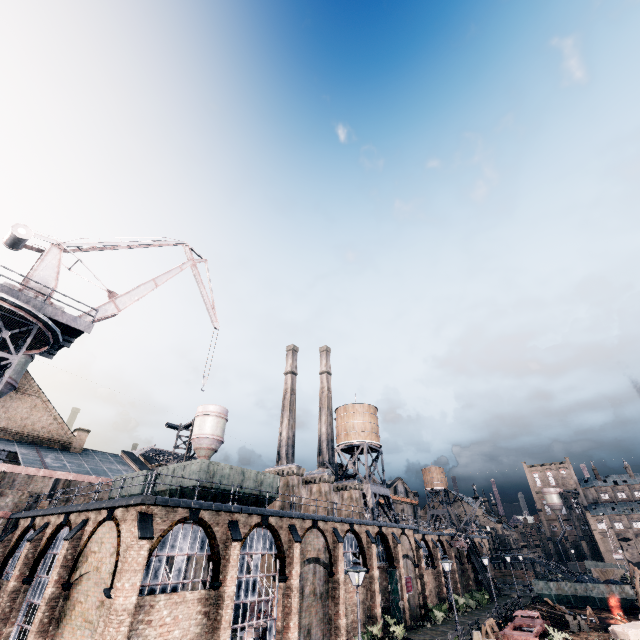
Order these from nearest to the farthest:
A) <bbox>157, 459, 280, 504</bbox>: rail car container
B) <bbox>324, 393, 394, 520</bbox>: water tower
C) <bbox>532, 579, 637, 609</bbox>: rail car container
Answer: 1. <bbox>157, 459, 280, 504</bbox>: rail car container
2. <bbox>532, 579, 637, 609</bbox>: rail car container
3. <bbox>324, 393, 394, 520</bbox>: water tower

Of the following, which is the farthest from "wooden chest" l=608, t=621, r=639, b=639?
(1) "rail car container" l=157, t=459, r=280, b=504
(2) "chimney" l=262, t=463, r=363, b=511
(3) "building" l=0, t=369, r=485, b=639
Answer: (1) "rail car container" l=157, t=459, r=280, b=504

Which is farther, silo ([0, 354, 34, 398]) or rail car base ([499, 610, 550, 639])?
silo ([0, 354, 34, 398])

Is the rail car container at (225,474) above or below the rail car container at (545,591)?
above

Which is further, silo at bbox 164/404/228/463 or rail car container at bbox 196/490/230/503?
silo at bbox 164/404/228/463

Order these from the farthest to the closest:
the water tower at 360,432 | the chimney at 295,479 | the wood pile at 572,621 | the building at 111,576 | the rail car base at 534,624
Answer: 1. the water tower at 360,432
2. the chimney at 295,479
3. the wood pile at 572,621
4. the rail car base at 534,624
5. the building at 111,576

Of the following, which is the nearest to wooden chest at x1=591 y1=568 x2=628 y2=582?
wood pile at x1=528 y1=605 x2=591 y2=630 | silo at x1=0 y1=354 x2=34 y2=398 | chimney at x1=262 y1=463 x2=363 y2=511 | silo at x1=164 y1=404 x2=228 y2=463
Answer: wood pile at x1=528 y1=605 x2=591 y2=630

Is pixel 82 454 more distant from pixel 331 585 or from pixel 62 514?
pixel 331 585
